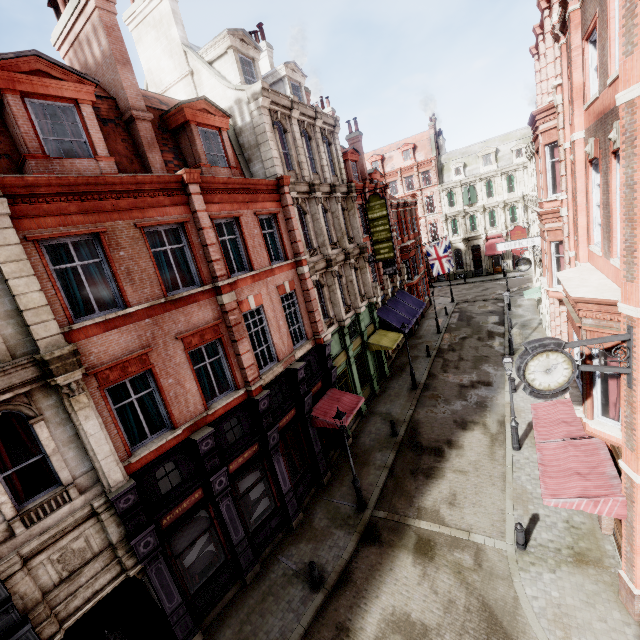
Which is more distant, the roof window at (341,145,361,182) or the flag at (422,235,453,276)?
the flag at (422,235,453,276)

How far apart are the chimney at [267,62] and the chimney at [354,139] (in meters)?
7.88

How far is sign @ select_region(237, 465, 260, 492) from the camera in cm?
1200

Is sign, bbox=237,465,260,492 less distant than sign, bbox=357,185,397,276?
Yes

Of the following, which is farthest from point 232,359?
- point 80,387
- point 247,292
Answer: point 80,387

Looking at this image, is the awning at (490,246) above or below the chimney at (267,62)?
below

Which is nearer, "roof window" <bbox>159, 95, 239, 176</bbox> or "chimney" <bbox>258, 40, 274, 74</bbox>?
"roof window" <bbox>159, 95, 239, 176</bbox>

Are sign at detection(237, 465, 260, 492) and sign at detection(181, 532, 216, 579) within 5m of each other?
yes
